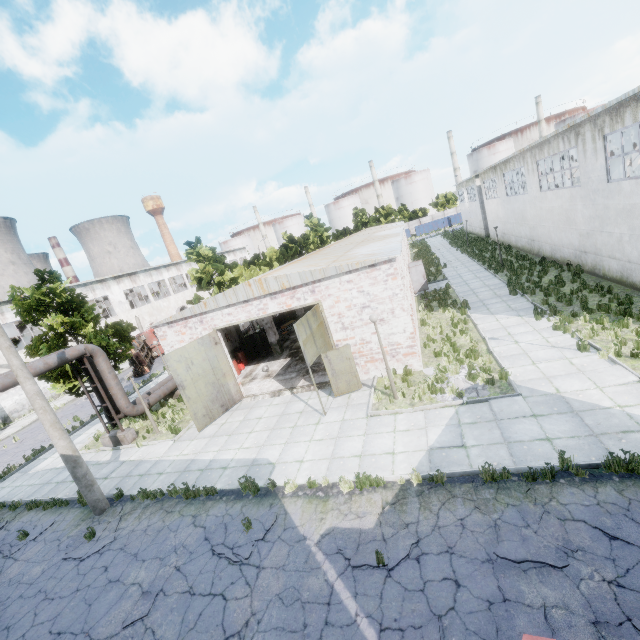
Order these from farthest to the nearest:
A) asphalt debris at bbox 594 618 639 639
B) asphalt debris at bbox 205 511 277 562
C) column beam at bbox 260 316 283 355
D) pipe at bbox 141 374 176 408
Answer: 1. column beam at bbox 260 316 283 355
2. pipe at bbox 141 374 176 408
3. asphalt debris at bbox 205 511 277 562
4. asphalt debris at bbox 594 618 639 639

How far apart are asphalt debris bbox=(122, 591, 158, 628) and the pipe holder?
9.7 meters

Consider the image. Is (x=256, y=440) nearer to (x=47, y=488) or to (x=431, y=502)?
(x=431, y=502)

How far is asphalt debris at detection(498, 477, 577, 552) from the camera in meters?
5.9

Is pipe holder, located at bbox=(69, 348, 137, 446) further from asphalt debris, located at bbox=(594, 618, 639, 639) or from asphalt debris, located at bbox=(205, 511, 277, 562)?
asphalt debris, located at bbox=(594, 618, 639, 639)

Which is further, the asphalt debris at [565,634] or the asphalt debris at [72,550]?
the asphalt debris at [72,550]

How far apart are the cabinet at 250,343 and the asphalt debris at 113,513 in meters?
12.0

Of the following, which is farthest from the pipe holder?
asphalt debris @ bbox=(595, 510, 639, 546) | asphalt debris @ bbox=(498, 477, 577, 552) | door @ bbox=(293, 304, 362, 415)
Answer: asphalt debris @ bbox=(595, 510, 639, 546)
